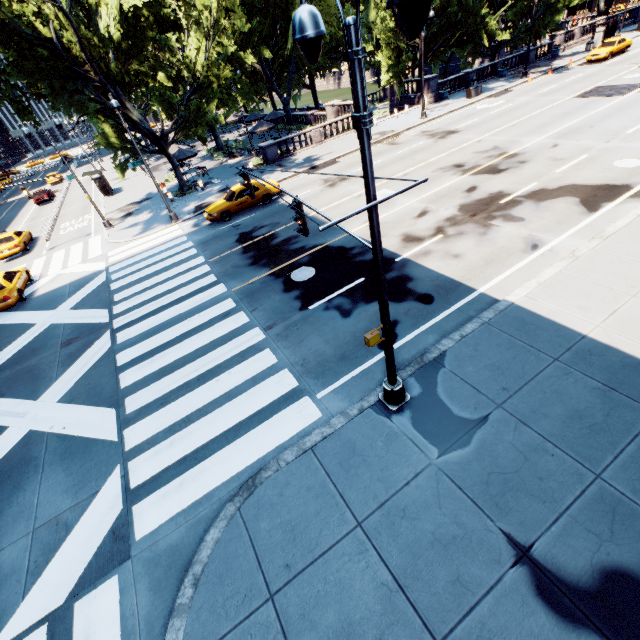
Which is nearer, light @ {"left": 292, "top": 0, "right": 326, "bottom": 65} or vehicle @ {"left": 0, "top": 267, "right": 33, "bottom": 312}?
Answer: light @ {"left": 292, "top": 0, "right": 326, "bottom": 65}

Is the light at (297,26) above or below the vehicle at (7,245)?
above

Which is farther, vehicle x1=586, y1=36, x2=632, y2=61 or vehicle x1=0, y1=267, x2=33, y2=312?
vehicle x1=586, y1=36, x2=632, y2=61

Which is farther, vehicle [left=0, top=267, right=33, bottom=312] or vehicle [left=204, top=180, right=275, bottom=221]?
vehicle [left=204, top=180, right=275, bottom=221]

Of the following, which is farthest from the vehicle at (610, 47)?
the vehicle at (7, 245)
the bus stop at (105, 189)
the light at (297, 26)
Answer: the vehicle at (7, 245)

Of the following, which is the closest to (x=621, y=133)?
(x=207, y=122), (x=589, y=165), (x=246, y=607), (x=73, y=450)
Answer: (x=589, y=165)

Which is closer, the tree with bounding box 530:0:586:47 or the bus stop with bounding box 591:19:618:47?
the tree with bounding box 530:0:586:47

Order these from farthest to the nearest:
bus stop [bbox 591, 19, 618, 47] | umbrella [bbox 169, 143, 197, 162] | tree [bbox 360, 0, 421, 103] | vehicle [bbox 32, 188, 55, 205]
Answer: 1. vehicle [bbox 32, 188, 55, 205]
2. bus stop [bbox 591, 19, 618, 47]
3. tree [bbox 360, 0, 421, 103]
4. umbrella [bbox 169, 143, 197, 162]
